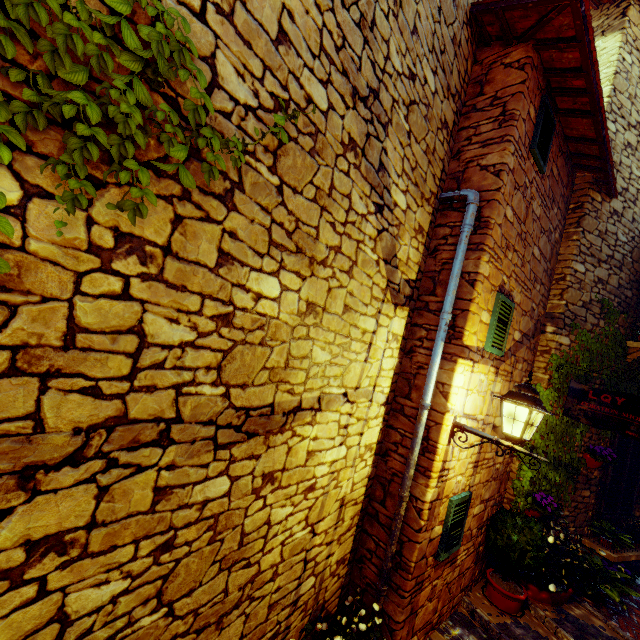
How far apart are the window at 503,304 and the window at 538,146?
1.79m

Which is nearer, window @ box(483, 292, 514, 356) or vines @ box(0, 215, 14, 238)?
vines @ box(0, 215, 14, 238)

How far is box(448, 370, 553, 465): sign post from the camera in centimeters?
287cm

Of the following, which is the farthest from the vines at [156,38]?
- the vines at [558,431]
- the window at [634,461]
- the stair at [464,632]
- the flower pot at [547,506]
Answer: the window at [634,461]

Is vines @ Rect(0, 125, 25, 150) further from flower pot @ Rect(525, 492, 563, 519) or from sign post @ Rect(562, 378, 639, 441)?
flower pot @ Rect(525, 492, 563, 519)

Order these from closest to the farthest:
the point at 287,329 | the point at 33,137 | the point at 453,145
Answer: the point at 33,137 < the point at 287,329 < the point at 453,145

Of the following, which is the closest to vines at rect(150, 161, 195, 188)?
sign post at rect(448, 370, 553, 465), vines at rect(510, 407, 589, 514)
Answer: sign post at rect(448, 370, 553, 465)

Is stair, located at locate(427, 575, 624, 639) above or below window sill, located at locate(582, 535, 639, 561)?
below
